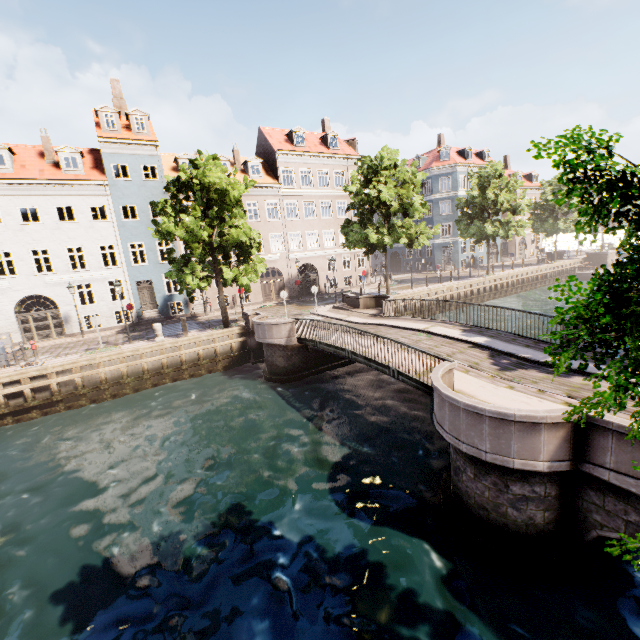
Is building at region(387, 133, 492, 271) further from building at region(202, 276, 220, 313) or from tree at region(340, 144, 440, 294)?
building at region(202, 276, 220, 313)

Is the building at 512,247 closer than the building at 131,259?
No

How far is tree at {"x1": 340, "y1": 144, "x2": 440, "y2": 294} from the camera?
23.02m

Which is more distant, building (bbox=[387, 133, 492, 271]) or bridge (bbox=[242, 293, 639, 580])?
building (bbox=[387, 133, 492, 271])

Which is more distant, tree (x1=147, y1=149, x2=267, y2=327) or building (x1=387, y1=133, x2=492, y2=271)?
building (x1=387, y1=133, x2=492, y2=271)

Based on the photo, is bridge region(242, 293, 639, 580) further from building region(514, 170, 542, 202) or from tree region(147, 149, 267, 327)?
building region(514, 170, 542, 202)

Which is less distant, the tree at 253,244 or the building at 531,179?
the tree at 253,244

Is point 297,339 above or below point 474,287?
above
